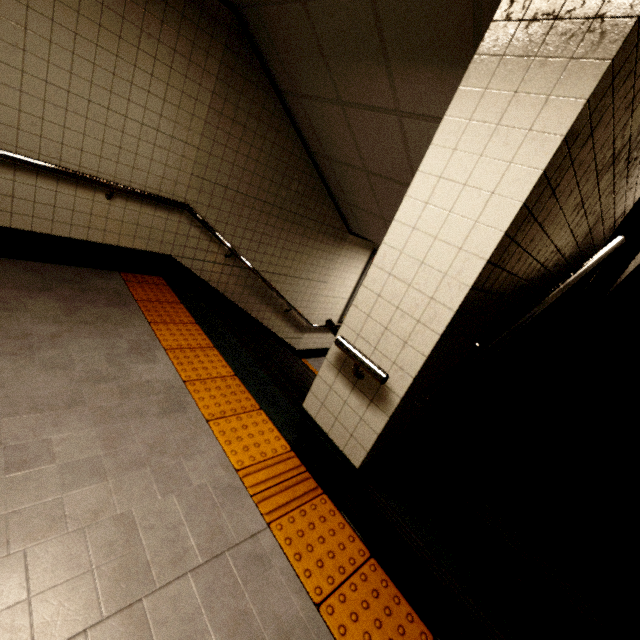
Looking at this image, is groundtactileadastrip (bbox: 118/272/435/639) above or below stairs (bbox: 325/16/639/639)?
below

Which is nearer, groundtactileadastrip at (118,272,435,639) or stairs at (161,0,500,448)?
groundtactileadastrip at (118,272,435,639)

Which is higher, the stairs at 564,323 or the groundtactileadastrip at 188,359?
the stairs at 564,323

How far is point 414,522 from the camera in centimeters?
197cm

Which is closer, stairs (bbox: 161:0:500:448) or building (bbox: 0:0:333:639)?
building (bbox: 0:0:333:639)

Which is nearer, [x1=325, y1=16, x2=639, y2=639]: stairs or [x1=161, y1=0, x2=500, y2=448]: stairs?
[x1=325, y1=16, x2=639, y2=639]: stairs

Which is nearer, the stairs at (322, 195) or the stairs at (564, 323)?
the stairs at (564, 323)
